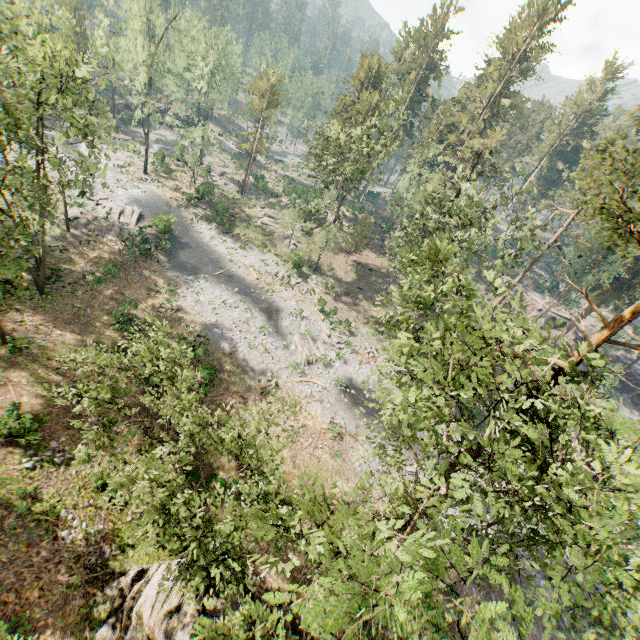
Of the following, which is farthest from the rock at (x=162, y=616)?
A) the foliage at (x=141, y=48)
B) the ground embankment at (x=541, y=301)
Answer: the ground embankment at (x=541, y=301)

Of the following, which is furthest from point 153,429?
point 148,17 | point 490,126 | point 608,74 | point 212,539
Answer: point 608,74

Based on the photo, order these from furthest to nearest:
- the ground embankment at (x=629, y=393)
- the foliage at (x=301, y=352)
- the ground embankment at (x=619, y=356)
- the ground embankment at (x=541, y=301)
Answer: the ground embankment at (x=541, y=301), the ground embankment at (x=619, y=356), the ground embankment at (x=629, y=393), the foliage at (x=301, y=352)

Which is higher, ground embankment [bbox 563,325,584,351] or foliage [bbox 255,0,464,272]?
foliage [bbox 255,0,464,272]

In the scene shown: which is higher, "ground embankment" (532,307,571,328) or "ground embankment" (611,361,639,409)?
"ground embankment" (532,307,571,328)

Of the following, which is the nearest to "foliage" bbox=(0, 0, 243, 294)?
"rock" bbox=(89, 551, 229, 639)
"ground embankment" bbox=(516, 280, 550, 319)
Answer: "rock" bbox=(89, 551, 229, 639)

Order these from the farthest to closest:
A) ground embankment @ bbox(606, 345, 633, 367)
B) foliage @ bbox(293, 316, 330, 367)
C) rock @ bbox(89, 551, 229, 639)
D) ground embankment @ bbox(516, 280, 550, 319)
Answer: ground embankment @ bbox(516, 280, 550, 319) → ground embankment @ bbox(606, 345, 633, 367) → foliage @ bbox(293, 316, 330, 367) → rock @ bbox(89, 551, 229, 639)
